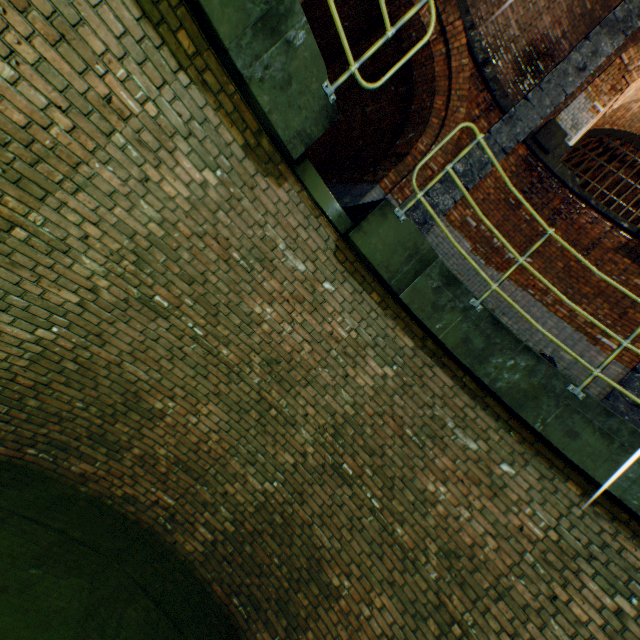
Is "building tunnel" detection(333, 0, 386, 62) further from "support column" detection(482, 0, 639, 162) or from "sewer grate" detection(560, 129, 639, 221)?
"sewer grate" detection(560, 129, 639, 221)

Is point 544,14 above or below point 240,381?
above

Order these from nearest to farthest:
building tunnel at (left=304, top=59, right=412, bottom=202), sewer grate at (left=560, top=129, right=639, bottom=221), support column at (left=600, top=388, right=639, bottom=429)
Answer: support column at (left=600, top=388, right=639, bottom=429) → building tunnel at (left=304, top=59, right=412, bottom=202) → sewer grate at (left=560, top=129, right=639, bottom=221)

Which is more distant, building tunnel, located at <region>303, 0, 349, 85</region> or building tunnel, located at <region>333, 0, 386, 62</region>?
building tunnel, located at <region>303, 0, 349, 85</region>

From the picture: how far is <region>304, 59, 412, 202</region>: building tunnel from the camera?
8.9m

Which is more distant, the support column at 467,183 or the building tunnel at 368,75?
the building tunnel at 368,75

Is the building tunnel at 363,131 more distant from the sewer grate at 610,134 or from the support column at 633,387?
the support column at 633,387
